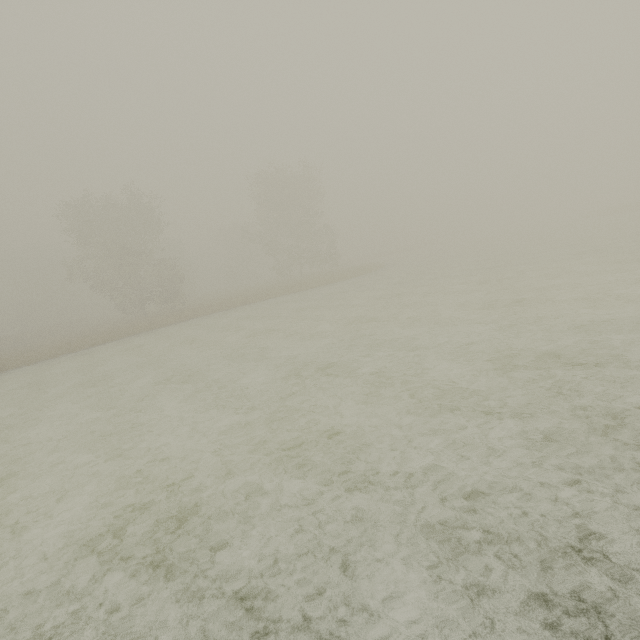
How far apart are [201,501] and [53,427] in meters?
8.3
